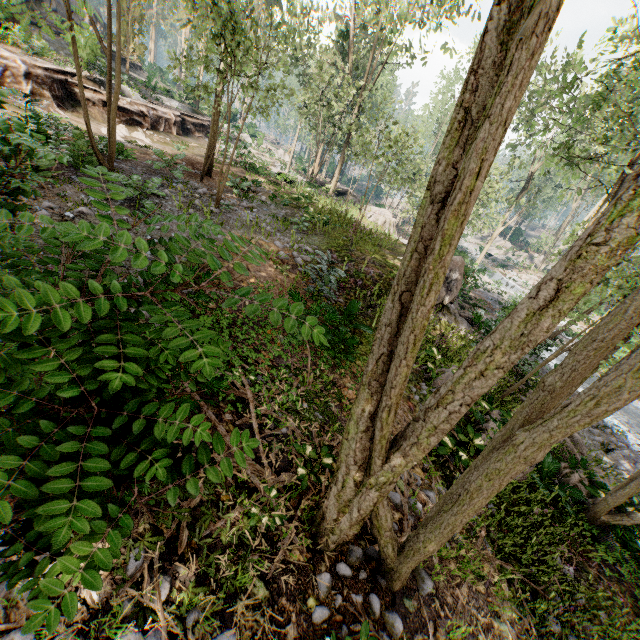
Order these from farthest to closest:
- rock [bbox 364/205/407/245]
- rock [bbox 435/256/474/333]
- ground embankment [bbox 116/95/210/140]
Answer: rock [bbox 364/205/407/245], ground embankment [bbox 116/95/210/140], rock [bbox 435/256/474/333]

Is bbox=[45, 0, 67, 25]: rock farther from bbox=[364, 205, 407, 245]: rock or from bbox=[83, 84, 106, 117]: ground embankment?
bbox=[364, 205, 407, 245]: rock

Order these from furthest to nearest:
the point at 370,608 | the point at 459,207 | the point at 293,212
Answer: the point at 293,212, the point at 370,608, the point at 459,207

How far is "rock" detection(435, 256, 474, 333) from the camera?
15.1m

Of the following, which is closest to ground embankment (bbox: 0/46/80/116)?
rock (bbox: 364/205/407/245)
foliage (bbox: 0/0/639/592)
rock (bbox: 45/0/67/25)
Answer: foliage (bbox: 0/0/639/592)

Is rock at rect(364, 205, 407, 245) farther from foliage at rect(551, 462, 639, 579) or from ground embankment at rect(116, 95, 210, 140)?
ground embankment at rect(116, 95, 210, 140)

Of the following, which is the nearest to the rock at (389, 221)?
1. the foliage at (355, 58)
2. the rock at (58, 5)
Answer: the foliage at (355, 58)

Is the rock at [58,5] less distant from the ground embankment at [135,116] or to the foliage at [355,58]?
the foliage at [355,58]
